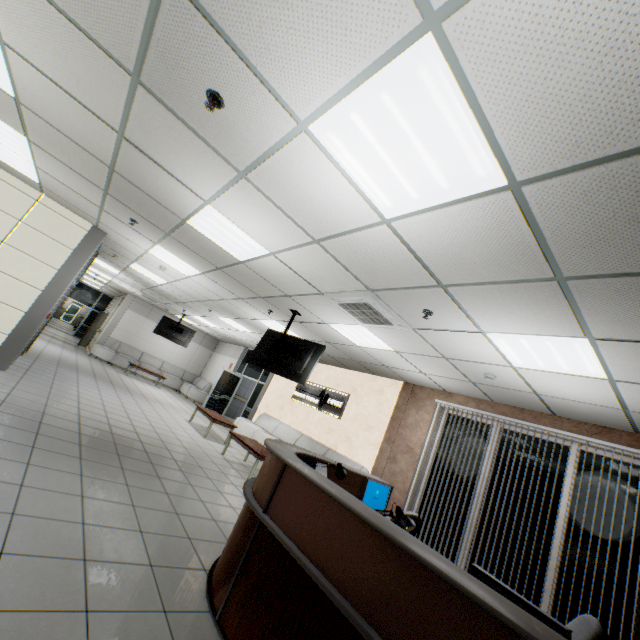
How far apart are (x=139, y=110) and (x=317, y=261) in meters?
2.2 m

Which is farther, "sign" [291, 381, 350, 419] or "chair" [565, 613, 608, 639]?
"sign" [291, 381, 350, 419]

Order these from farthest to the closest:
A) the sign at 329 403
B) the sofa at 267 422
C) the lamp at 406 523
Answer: the sign at 329 403
the sofa at 267 422
the lamp at 406 523

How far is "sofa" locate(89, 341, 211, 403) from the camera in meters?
14.3

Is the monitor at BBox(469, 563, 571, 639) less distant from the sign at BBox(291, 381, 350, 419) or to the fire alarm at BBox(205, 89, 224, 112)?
the fire alarm at BBox(205, 89, 224, 112)

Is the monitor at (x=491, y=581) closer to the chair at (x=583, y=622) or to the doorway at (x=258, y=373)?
the chair at (x=583, y=622)

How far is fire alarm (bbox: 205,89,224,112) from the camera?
2.2m

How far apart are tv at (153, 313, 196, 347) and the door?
26.92m
